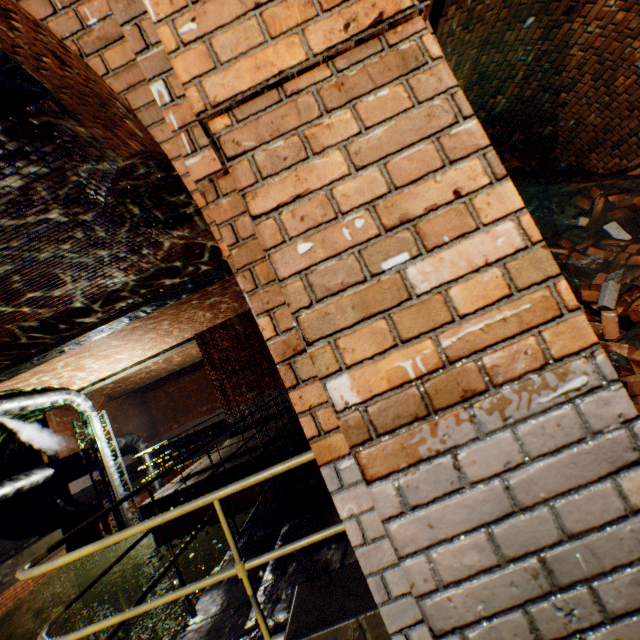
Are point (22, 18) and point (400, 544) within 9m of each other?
yes

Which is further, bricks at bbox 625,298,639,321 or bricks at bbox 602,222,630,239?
bricks at bbox 602,222,630,239

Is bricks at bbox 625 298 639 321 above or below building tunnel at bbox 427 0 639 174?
below

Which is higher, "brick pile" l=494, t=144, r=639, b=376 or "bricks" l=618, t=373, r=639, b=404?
"brick pile" l=494, t=144, r=639, b=376

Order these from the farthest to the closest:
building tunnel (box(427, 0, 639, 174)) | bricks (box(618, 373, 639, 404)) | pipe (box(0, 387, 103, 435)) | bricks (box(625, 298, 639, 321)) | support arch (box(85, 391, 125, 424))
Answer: support arch (box(85, 391, 125, 424)) → pipe (box(0, 387, 103, 435)) → building tunnel (box(427, 0, 639, 174)) → bricks (box(625, 298, 639, 321)) → bricks (box(618, 373, 639, 404))

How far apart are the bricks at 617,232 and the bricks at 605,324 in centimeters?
144cm

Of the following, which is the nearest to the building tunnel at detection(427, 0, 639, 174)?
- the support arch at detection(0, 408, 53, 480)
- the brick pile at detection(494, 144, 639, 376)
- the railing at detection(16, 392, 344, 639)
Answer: the brick pile at detection(494, 144, 639, 376)

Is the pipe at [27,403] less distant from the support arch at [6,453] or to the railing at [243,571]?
the support arch at [6,453]
